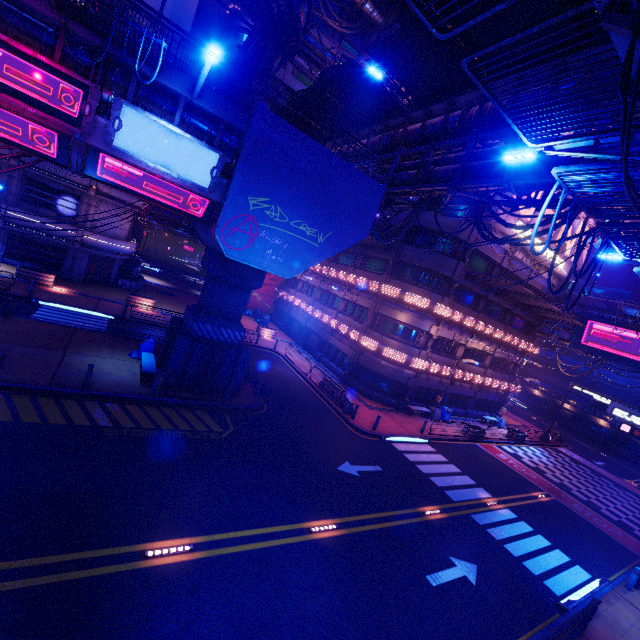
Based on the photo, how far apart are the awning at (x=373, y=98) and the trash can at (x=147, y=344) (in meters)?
18.23

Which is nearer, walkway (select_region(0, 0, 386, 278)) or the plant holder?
walkway (select_region(0, 0, 386, 278))

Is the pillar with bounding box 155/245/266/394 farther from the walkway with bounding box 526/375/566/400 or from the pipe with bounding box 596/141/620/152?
the walkway with bounding box 526/375/566/400

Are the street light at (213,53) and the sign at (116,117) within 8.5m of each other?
yes

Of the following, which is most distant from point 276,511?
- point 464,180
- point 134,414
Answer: point 464,180

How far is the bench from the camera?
15.8m

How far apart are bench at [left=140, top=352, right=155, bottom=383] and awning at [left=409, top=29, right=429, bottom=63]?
18.7m

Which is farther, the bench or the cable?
the bench
